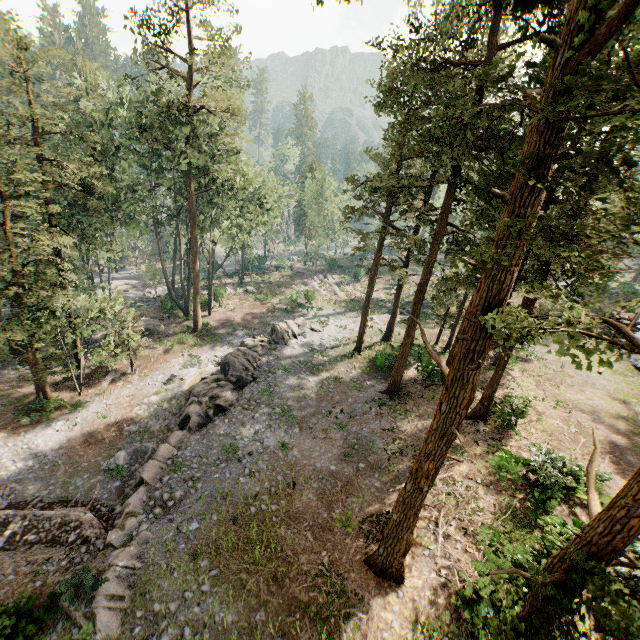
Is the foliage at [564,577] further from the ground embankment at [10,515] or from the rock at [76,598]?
the rock at [76,598]

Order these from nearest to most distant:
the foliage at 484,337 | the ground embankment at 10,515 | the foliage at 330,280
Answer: the foliage at 484,337 < the ground embankment at 10,515 < the foliage at 330,280

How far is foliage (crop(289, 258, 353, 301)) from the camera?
48.3m

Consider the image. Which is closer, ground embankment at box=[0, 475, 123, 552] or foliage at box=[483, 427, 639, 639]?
foliage at box=[483, 427, 639, 639]

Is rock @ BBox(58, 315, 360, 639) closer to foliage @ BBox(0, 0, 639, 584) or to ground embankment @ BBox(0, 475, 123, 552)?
ground embankment @ BBox(0, 475, 123, 552)

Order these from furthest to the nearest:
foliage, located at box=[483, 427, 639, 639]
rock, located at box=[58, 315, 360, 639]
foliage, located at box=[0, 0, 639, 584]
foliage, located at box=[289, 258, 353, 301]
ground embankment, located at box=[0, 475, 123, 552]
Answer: foliage, located at box=[289, 258, 353, 301] < ground embankment, located at box=[0, 475, 123, 552] < rock, located at box=[58, 315, 360, 639] < foliage, located at box=[0, 0, 639, 584] < foliage, located at box=[483, 427, 639, 639]

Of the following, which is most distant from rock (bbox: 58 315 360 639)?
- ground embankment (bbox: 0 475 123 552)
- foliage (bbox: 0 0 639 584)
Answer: foliage (bbox: 0 0 639 584)

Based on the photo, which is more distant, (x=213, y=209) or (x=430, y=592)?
(x=213, y=209)
